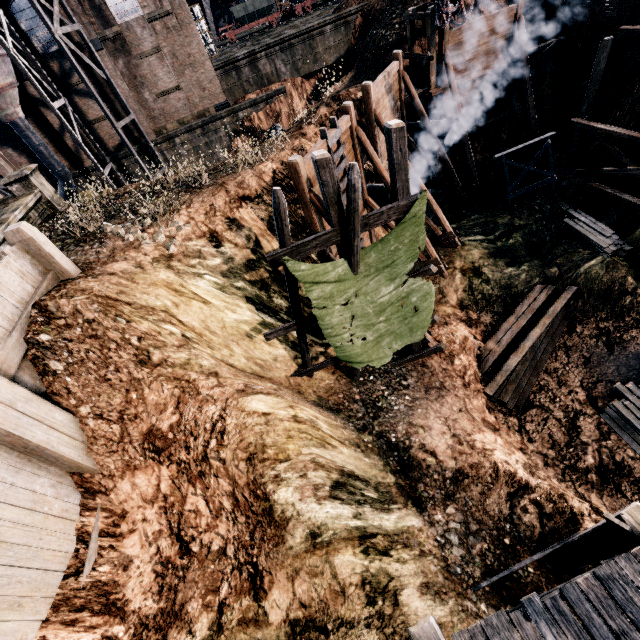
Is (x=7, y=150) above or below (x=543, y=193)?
above

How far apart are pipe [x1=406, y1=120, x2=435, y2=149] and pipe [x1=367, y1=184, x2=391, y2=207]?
5.83m

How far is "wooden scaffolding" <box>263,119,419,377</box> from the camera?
8.1 meters

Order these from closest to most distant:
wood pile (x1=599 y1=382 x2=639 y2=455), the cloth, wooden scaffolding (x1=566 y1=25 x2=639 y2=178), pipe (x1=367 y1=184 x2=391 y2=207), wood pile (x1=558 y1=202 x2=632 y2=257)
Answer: the cloth → wood pile (x1=599 y1=382 x2=639 y2=455) → pipe (x1=367 y1=184 x2=391 y2=207) → wooden scaffolding (x1=566 y1=25 x2=639 y2=178) → wood pile (x1=558 y1=202 x2=632 y2=257)

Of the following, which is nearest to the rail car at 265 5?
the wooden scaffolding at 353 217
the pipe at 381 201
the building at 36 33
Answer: the building at 36 33

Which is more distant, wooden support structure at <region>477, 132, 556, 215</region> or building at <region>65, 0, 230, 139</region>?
building at <region>65, 0, 230, 139</region>

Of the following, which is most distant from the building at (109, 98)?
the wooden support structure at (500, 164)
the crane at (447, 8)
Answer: the wooden support structure at (500, 164)

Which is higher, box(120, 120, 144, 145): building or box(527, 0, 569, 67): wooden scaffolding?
box(120, 120, 144, 145): building
